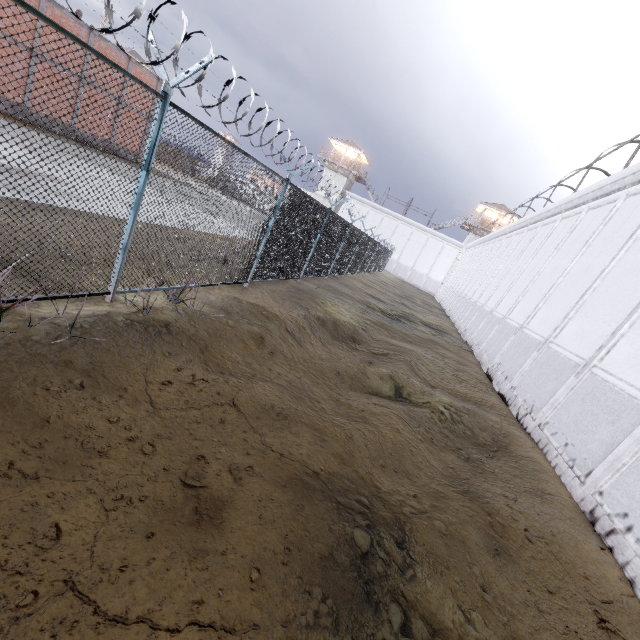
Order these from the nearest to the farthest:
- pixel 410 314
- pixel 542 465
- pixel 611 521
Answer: pixel 611 521 < pixel 542 465 < pixel 410 314

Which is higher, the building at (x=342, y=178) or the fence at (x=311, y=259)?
the building at (x=342, y=178)

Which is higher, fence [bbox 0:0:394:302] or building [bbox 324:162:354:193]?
building [bbox 324:162:354:193]

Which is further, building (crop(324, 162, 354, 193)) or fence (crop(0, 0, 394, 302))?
building (crop(324, 162, 354, 193))

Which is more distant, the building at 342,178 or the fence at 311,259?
the building at 342,178

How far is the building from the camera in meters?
49.2 m
